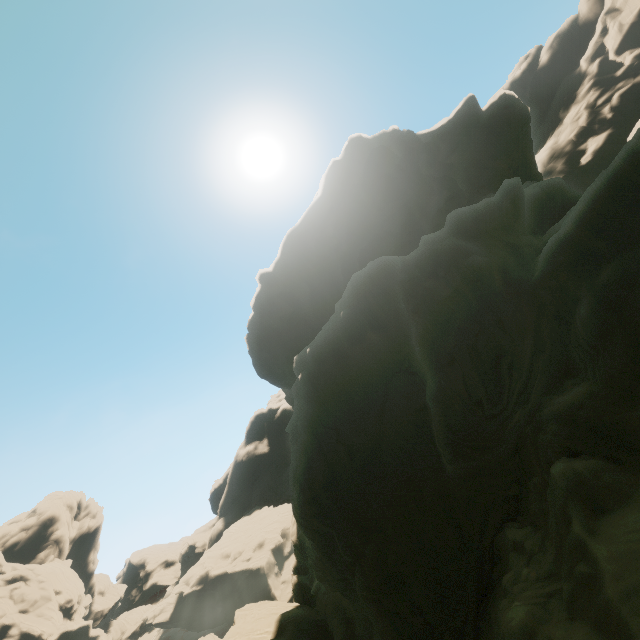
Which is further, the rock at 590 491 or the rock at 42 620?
the rock at 42 620

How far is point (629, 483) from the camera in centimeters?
999cm

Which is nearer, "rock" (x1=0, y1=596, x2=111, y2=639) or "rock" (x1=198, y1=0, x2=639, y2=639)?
"rock" (x1=198, y1=0, x2=639, y2=639)
